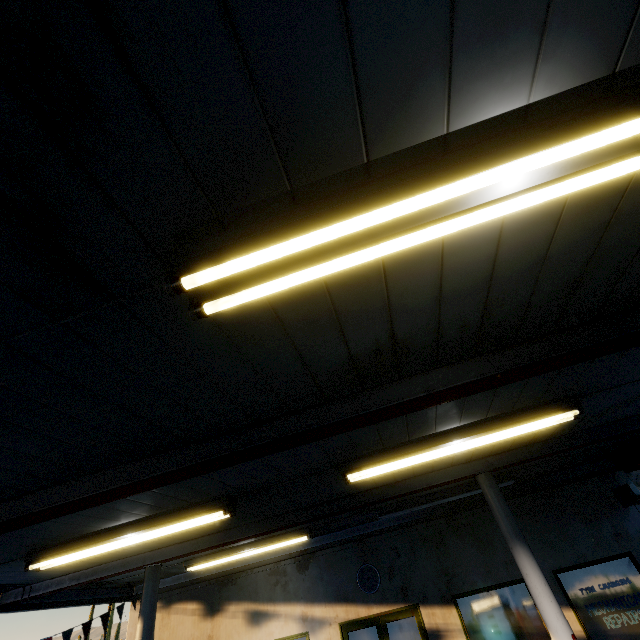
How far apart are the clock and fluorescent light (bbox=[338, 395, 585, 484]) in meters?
5.6 m

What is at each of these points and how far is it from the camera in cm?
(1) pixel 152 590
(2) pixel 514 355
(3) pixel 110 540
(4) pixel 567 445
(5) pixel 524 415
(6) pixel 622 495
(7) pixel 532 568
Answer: (1) metal pillar, 572
(2) beam, 262
(3) fluorescent light, 443
(4) beam, 527
(5) fluorescent light, 393
(6) sign, 748
(7) metal pillar, 451

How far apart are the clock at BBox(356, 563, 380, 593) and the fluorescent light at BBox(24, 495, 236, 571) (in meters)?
5.60

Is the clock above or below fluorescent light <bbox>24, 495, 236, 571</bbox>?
below

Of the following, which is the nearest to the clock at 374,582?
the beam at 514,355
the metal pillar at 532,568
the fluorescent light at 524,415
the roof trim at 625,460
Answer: the roof trim at 625,460

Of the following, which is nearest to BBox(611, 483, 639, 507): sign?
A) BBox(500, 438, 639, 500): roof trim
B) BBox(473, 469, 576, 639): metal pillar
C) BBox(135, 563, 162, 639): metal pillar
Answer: BBox(500, 438, 639, 500): roof trim

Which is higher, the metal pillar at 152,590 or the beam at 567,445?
the beam at 567,445

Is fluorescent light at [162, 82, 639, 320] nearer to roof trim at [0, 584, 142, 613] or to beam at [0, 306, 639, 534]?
beam at [0, 306, 639, 534]
